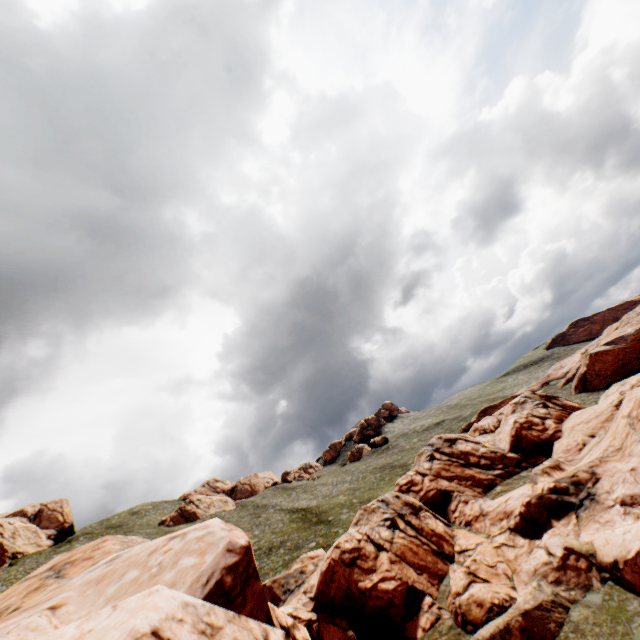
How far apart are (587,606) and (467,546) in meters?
11.6 m

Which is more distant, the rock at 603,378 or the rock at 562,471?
the rock at 603,378

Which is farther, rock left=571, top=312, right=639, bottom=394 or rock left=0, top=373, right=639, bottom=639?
rock left=571, top=312, right=639, bottom=394
